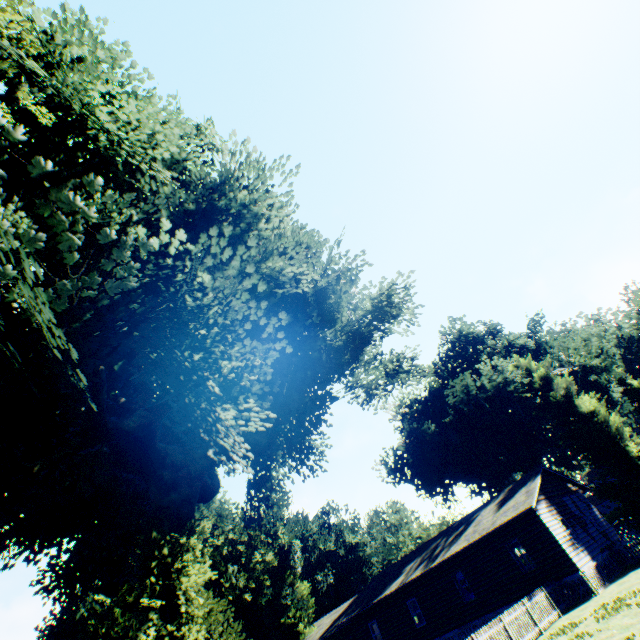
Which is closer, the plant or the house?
the plant

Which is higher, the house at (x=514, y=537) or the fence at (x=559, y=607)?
the house at (x=514, y=537)

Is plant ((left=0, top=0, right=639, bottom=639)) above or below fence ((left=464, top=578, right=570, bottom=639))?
above

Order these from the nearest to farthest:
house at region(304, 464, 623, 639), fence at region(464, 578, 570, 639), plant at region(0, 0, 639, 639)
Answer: plant at region(0, 0, 639, 639), fence at region(464, 578, 570, 639), house at region(304, 464, 623, 639)

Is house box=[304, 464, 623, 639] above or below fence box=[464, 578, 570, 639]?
above

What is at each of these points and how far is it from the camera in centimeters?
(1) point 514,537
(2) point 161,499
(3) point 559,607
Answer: (1) house, 2050cm
(2) plant, 1652cm
(3) fence, 1705cm

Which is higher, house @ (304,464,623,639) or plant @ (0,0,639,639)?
plant @ (0,0,639,639)

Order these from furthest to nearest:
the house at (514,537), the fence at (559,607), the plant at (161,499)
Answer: the house at (514,537)
the fence at (559,607)
the plant at (161,499)
